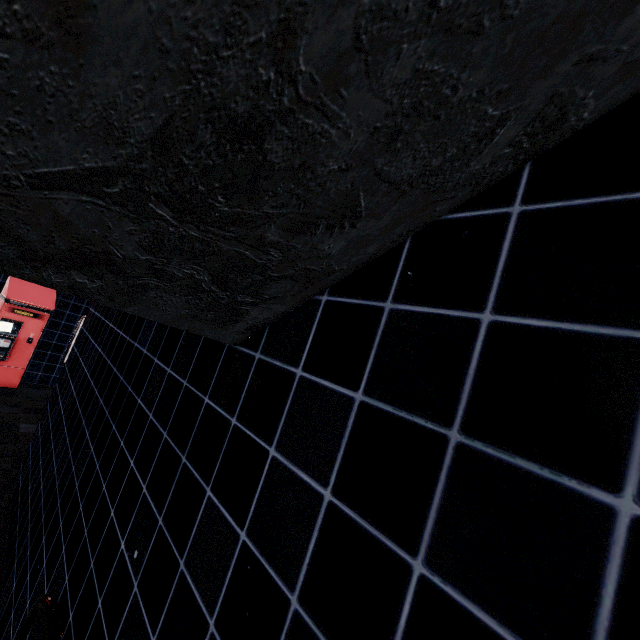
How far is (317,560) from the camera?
0.90m
